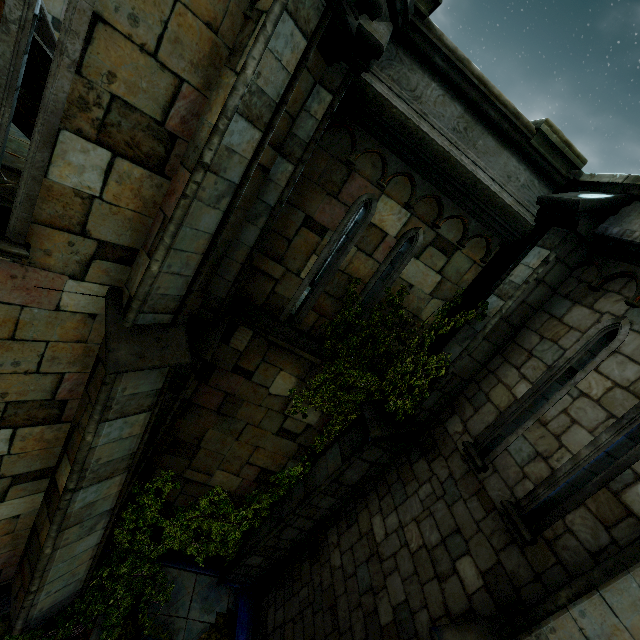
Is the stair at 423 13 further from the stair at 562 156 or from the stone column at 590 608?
the stone column at 590 608

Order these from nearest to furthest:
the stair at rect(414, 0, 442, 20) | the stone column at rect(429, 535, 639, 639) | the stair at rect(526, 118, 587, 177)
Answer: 1. the stone column at rect(429, 535, 639, 639)
2. the stair at rect(414, 0, 442, 20)
3. the stair at rect(526, 118, 587, 177)

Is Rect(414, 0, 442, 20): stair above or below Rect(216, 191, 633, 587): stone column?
above

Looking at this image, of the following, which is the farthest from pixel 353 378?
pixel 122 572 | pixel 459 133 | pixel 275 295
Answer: pixel 122 572

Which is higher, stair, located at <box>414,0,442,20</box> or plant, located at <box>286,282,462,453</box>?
stair, located at <box>414,0,442,20</box>

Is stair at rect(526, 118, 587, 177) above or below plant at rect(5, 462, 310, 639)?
above

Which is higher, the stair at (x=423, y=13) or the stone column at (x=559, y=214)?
the stair at (x=423, y=13)

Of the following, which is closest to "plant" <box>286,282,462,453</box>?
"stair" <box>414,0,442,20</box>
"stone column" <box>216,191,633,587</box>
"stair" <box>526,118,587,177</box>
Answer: "stone column" <box>216,191,633,587</box>
